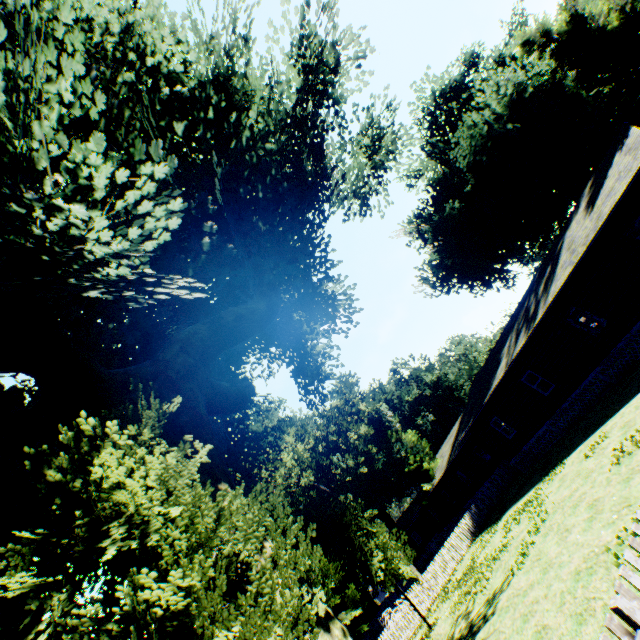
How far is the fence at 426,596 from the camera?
20.4 meters

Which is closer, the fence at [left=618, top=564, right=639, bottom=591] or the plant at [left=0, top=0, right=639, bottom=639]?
the fence at [left=618, top=564, right=639, bottom=591]

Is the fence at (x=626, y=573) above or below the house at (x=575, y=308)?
below

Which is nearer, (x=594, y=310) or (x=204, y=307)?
(x=594, y=310)

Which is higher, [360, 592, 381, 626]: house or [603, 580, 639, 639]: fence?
[360, 592, 381, 626]: house

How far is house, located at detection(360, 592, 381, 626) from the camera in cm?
4079

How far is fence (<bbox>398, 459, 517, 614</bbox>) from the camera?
20.36m

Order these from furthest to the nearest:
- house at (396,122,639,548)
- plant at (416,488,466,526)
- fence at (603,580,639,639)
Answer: plant at (416,488,466,526) → house at (396,122,639,548) → fence at (603,580,639,639)
